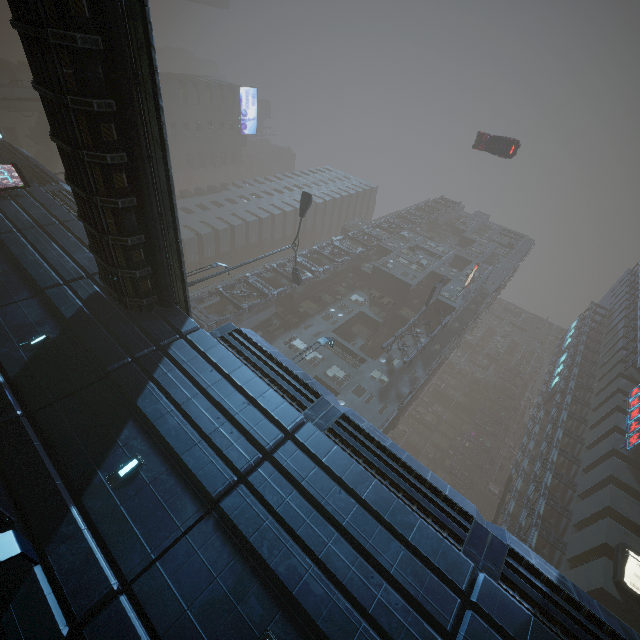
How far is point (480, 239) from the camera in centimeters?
5997cm

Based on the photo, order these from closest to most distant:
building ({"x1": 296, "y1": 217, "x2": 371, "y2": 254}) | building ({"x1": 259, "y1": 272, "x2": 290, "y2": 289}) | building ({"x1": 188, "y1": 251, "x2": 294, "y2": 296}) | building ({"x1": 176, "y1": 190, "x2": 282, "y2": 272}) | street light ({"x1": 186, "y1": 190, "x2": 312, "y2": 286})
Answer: street light ({"x1": 186, "y1": 190, "x2": 312, "y2": 286}) → building ({"x1": 188, "y1": 251, "x2": 294, "y2": 296}) → building ({"x1": 259, "y1": 272, "x2": 290, "y2": 289}) → building ({"x1": 176, "y1": 190, "x2": 282, "y2": 272}) → building ({"x1": 296, "y1": 217, "x2": 371, "y2": 254})

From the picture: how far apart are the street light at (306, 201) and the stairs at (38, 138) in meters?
41.8 m

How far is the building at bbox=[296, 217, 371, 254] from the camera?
49.9 meters

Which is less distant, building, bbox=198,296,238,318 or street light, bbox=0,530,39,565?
street light, bbox=0,530,39,565

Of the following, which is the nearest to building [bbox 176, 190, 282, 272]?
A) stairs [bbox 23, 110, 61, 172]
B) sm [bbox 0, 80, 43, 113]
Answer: stairs [bbox 23, 110, 61, 172]

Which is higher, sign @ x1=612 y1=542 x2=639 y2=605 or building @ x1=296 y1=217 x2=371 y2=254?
building @ x1=296 y1=217 x2=371 y2=254

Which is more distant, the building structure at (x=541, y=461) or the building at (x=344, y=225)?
the building at (x=344, y=225)
